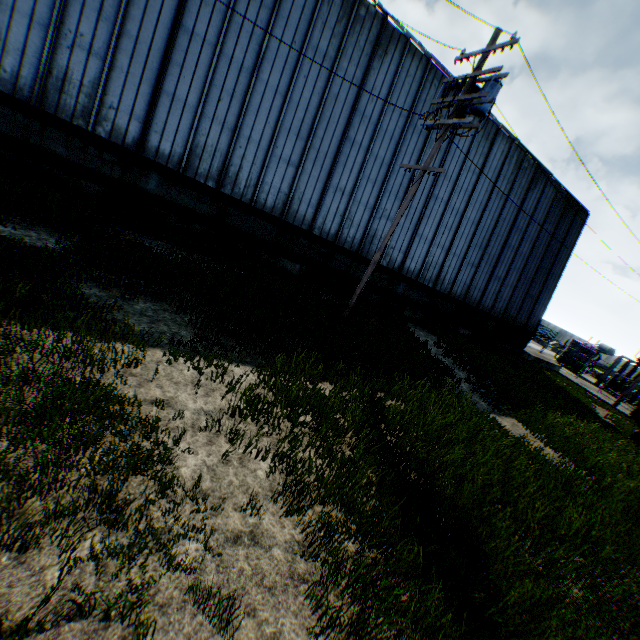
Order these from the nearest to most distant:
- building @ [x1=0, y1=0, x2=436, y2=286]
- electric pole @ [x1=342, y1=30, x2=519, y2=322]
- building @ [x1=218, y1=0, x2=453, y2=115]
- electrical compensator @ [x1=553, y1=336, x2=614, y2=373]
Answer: electric pole @ [x1=342, y1=30, x2=519, y2=322] < building @ [x1=0, y1=0, x2=436, y2=286] < building @ [x1=218, y1=0, x2=453, y2=115] < electrical compensator @ [x1=553, y1=336, x2=614, y2=373]

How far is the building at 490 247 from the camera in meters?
17.5 m

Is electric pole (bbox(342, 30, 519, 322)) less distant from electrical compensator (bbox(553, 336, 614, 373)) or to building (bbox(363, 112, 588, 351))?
building (bbox(363, 112, 588, 351))

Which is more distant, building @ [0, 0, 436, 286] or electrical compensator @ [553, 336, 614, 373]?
electrical compensator @ [553, 336, 614, 373]

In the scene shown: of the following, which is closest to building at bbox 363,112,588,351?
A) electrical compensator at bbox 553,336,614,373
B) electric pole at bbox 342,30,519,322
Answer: electric pole at bbox 342,30,519,322

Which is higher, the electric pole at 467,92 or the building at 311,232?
the electric pole at 467,92

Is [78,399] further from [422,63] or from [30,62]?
[422,63]
